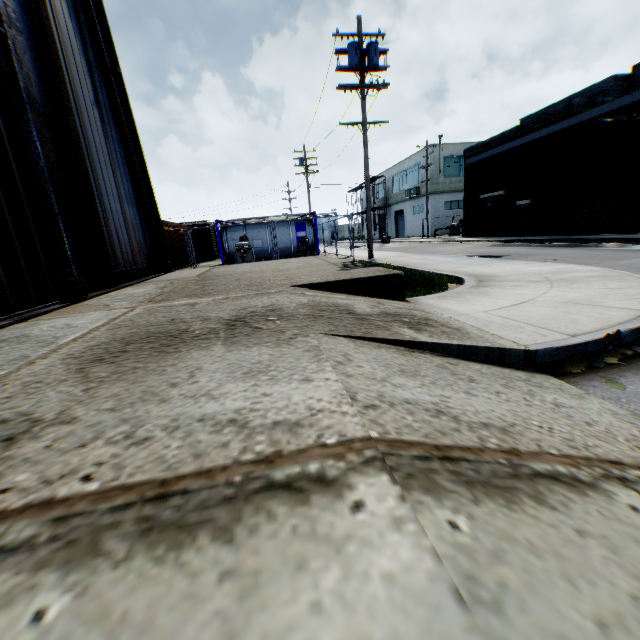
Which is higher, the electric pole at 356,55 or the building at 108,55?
the electric pole at 356,55

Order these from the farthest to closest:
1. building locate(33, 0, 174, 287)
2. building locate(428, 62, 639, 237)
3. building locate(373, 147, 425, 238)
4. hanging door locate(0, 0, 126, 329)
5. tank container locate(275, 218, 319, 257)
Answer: building locate(373, 147, 425, 238) < tank container locate(275, 218, 319, 257) < building locate(428, 62, 639, 237) < building locate(33, 0, 174, 287) < hanging door locate(0, 0, 126, 329)

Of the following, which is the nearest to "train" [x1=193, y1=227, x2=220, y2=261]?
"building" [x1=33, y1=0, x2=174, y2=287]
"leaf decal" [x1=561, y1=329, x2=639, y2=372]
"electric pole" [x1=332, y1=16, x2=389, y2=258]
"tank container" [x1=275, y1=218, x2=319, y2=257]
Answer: "tank container" [x1=275, y1=218, x2=319, y2=257]

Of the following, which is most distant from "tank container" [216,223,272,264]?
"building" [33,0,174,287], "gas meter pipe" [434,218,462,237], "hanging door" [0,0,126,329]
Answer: "gas meter pipe" [434,218,462,237]

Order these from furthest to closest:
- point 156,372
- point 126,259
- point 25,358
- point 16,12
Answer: point 126,259, point 16,12, point 25,358, point 156,372

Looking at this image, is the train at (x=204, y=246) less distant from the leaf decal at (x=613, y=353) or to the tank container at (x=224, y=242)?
the tank container at (x=224, y=242)

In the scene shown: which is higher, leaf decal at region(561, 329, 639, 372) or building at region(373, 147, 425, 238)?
building at region(373, 147, 425, 238)

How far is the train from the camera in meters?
30.5
